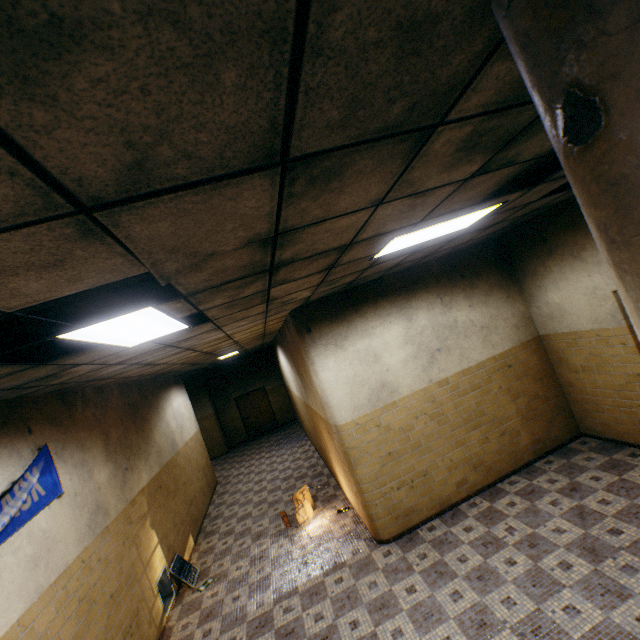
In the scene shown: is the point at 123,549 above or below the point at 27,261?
below

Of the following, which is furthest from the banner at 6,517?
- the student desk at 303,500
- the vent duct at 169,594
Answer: the student desk at 303,500

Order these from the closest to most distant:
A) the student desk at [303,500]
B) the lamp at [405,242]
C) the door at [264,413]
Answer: the lamp at [405,242] → the student desk at [303,500] → the door at [264,413]

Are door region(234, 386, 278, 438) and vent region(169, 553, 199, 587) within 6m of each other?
no

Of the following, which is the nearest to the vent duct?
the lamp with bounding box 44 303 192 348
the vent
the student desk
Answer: the vent

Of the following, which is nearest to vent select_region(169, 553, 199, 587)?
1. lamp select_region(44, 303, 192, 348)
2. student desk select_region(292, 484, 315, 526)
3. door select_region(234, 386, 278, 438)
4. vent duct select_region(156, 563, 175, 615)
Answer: vent duct select_region(156, 563, 175, 615)

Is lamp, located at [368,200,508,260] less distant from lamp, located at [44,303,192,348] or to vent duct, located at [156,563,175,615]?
lamp, located at [44,303,192,348]

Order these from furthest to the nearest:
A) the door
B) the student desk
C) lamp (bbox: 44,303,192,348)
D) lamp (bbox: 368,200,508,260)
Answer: the door, the student desk, lamp (bbox: 368,200,508,260), lamp (bbox: 44,303,192,348)
